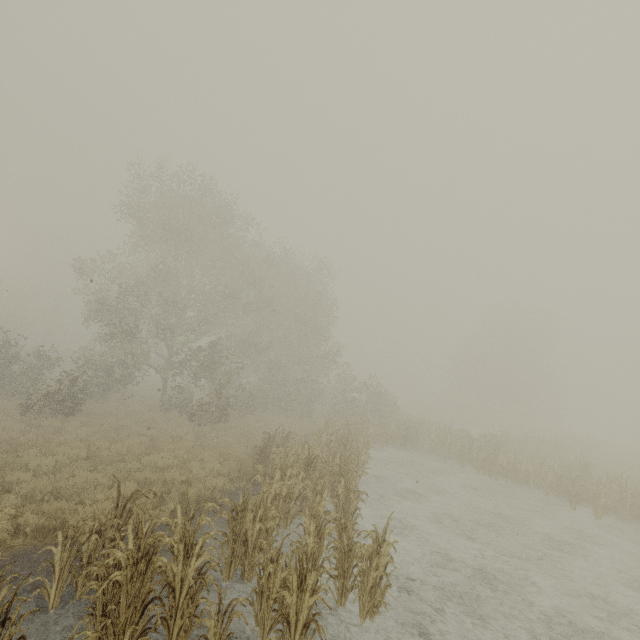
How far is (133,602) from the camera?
4.59m
